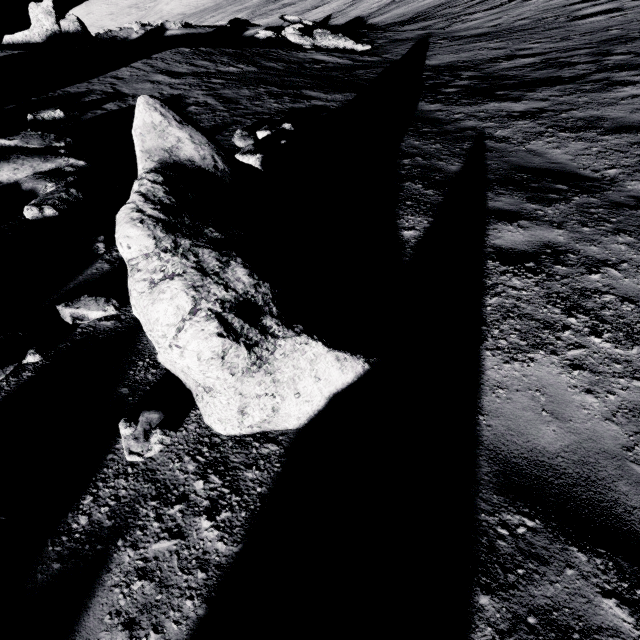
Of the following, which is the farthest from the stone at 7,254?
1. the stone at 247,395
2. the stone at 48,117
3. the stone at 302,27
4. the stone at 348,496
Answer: the stone at 302,27

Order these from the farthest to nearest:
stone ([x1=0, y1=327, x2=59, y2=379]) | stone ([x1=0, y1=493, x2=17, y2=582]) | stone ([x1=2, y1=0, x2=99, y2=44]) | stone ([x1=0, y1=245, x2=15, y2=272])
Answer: stone ([x1=2, y1=0, x2=99, y2=44]), stone ([x1=0, y1=245, x2=15, y2=272]), stone ([x1=0, y1=327, x2=59, y2=379]), stone ([x1=0, y1=493, x2=17, y2=582])

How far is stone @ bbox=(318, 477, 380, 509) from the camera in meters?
2.6

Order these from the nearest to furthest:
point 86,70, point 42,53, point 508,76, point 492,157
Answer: point 492,157, point 508,76, point 86,70, point 42,53

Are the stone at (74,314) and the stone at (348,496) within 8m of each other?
yes

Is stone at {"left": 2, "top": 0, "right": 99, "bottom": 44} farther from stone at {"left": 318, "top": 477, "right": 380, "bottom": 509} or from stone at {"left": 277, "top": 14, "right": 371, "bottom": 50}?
stone at {"left": 318, "top": 477, "right": 380, "bottom": 509}

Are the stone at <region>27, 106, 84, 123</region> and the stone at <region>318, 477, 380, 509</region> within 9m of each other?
no

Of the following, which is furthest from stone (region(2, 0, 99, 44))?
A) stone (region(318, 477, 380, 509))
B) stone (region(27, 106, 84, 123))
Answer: stone (region(318, 477, 380, 509))
